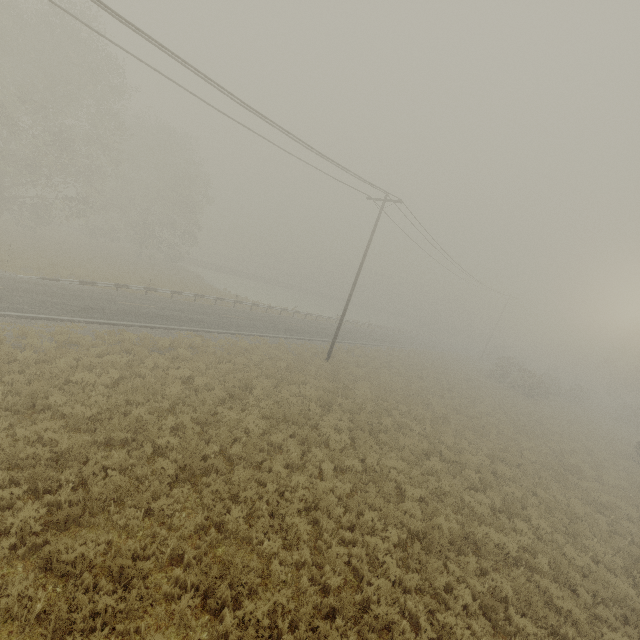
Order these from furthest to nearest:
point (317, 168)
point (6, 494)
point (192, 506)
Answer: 1. point (317, 168)
2. point (192, 506)
3. point (6, 494)
